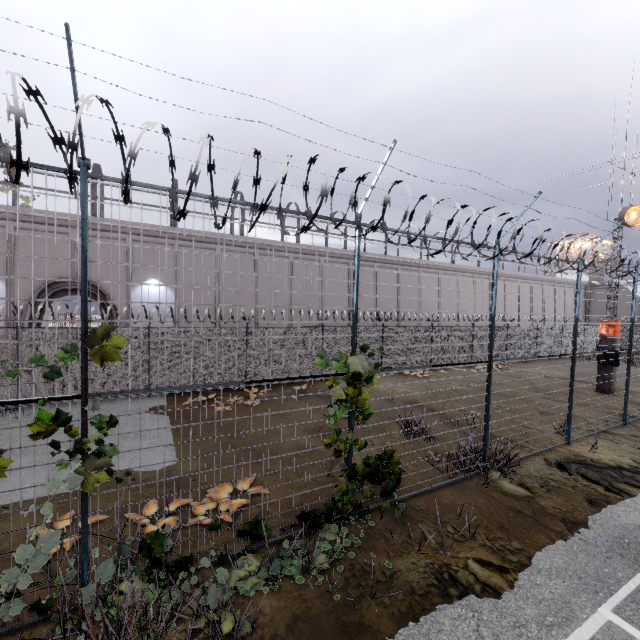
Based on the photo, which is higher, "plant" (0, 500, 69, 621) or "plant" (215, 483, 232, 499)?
"plant" (0, 500, 69, 621)

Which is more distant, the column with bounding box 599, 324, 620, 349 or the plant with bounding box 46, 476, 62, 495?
the column with bounding box 599, 324, 620, 349

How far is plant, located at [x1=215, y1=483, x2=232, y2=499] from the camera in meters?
6.2 m

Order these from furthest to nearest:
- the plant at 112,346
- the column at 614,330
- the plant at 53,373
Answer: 1. the column at 614,330
2. the plant at 112,346
3. the plant at 53,373

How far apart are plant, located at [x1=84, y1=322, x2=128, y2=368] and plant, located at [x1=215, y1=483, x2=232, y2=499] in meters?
3.2

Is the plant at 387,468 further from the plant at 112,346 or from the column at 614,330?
the column at 614,330

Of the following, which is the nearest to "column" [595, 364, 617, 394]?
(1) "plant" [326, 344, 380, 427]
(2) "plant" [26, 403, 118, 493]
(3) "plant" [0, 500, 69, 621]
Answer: (1) "plant" [326, 344, 380, 427]

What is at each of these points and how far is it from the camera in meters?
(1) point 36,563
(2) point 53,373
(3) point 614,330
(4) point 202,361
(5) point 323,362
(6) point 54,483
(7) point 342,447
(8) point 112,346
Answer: (1) plant, 3.6 m
(2) plant, 3.6 m
(3) column, 15.8 m
(4) fence, 14.0 m
(5) plant, 5.5 m
(6) plant, 3.6 m
(7) plant, 5.7 m
(8) plant, 3.9 m
